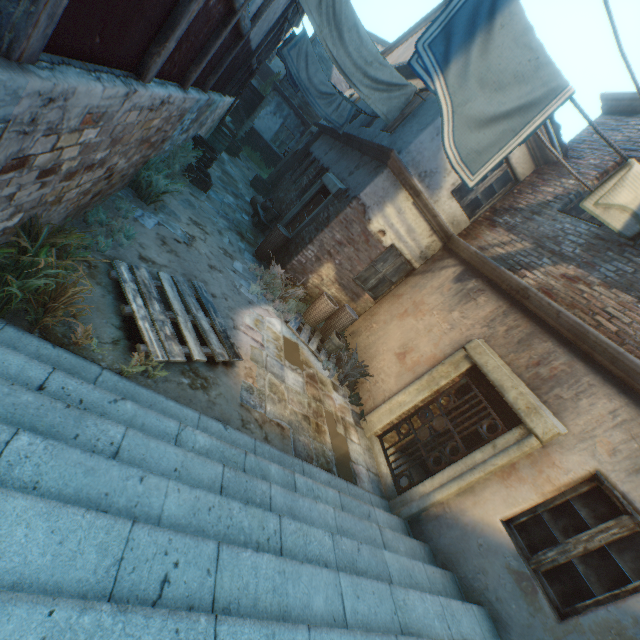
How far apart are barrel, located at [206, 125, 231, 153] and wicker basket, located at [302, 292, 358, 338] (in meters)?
8.34

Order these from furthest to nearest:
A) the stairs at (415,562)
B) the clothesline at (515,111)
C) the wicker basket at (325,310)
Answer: the wicker basket at (325,310) → the clothesline at (515,111) → the stairs at (415,562)

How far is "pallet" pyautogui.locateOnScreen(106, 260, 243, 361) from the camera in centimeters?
369cm

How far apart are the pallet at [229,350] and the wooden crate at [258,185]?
10.24m

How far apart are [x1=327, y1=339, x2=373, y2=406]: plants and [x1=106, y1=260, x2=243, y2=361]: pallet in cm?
279

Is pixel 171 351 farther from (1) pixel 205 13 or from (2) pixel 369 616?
(1) pixel 205 13

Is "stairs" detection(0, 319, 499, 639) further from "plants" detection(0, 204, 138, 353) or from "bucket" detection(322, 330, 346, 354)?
"bucket" detection(322, 330, 346, 354)

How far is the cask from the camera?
14.9m
